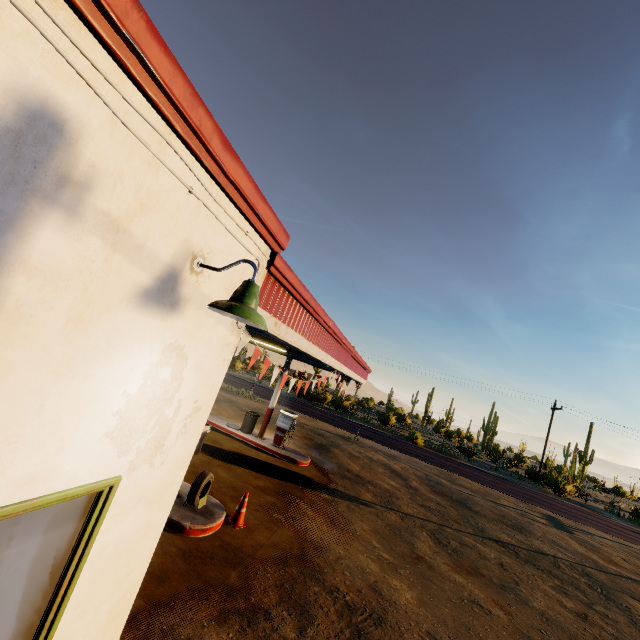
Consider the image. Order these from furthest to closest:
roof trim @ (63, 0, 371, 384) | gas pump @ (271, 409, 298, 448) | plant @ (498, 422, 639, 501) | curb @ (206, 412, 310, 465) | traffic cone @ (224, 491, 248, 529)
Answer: plant @ (498, 422, 639, 501), gas pump @ (271, 409, 298, 448), curb @ (206, 412, 310, 465), traffic cone @ (224, 491, 248, 529), roof trim @ (63, 0, 371, 384)

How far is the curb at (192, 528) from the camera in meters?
6.1 m

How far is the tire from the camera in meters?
6.6 m

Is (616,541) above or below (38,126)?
below

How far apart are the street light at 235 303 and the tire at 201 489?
5.7m

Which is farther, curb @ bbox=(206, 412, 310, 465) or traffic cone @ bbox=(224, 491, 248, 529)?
curb @ bbox=(206, 412, 310, 465)

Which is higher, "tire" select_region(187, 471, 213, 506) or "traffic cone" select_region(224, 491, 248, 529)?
"tire" select_region(187, 471, 213, 506)

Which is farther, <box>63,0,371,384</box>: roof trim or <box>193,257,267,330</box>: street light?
<box>193,257,267,330</box>: street light
